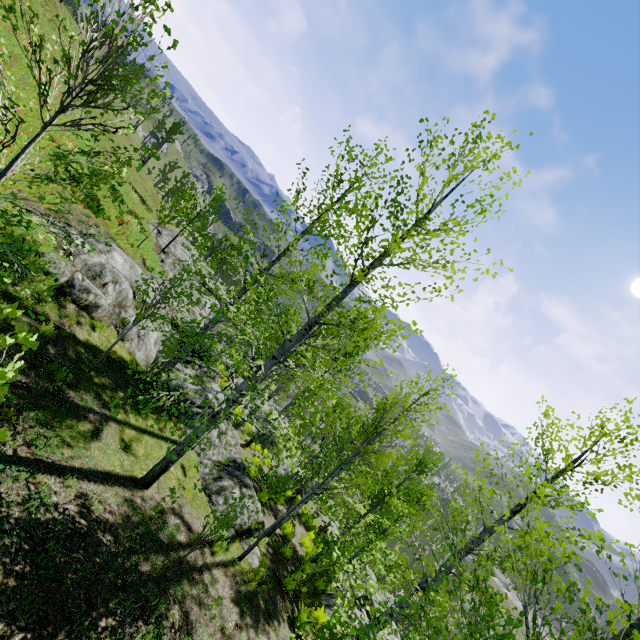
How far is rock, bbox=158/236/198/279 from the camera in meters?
20.8 m

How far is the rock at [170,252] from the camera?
20.81m

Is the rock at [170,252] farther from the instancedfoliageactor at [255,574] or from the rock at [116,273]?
the instancedfoliageactor at [255,574]

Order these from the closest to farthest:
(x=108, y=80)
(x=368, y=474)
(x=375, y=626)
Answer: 1. (x=108, y=80)
2. (x=375, y=626)
3. (x=368, y=474)

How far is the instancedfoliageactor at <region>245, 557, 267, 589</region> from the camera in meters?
8.9

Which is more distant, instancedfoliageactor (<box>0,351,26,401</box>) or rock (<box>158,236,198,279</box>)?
rock (<box>158,236,198,279</box>)

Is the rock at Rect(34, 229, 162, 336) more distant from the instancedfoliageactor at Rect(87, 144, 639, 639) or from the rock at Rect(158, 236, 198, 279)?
the instancedfoliageactor at Rect(87, 144, 639, 639)

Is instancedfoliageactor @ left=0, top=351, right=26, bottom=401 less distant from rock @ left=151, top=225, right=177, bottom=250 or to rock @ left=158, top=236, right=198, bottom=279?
rock @ left=151, top=225, right=177, bottom=250
